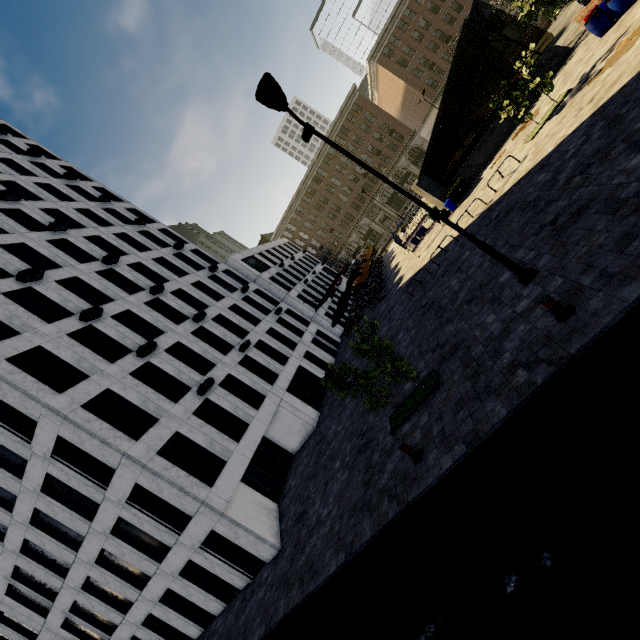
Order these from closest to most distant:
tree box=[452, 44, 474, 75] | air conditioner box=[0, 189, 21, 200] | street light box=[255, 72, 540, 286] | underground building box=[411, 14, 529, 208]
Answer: street light box=[255, 72, 540, 286] < underground building box=[411, 14, 529, 208] < air conditioner box=[0, 189, 21, 200] < tree box=[452, 44, 474, 75]

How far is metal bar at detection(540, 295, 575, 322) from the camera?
6.74m

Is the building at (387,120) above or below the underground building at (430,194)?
above

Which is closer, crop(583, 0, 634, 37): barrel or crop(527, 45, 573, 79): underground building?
crop(583, 0, 634, 37): barrel

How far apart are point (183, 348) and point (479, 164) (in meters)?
23.92

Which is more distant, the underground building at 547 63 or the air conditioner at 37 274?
the underground building at 547 63

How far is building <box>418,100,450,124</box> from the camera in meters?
56.6

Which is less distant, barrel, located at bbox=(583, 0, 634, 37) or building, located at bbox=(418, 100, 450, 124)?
barrel, located at bbox=(583, 0, 634, 37)
